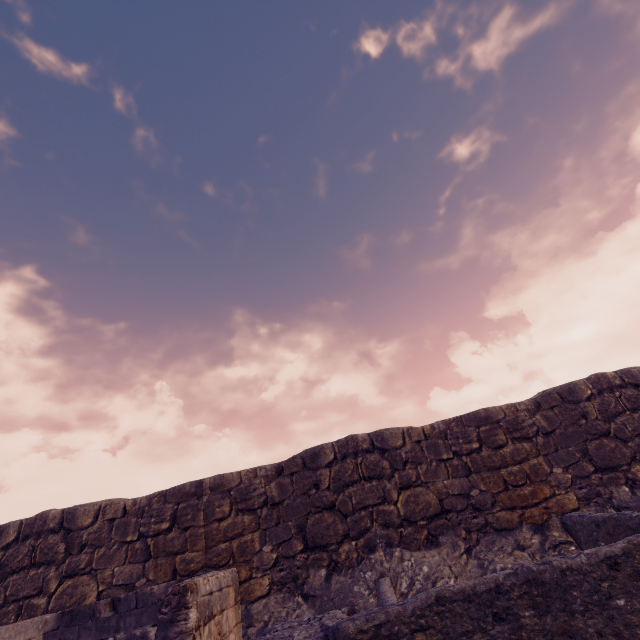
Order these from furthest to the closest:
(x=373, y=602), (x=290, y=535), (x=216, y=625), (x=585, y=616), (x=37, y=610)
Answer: (x=290, y=535) < (x=37, y=610) < (x=373, y=602) < (x=216, y=625) < (x=585, y=616)
